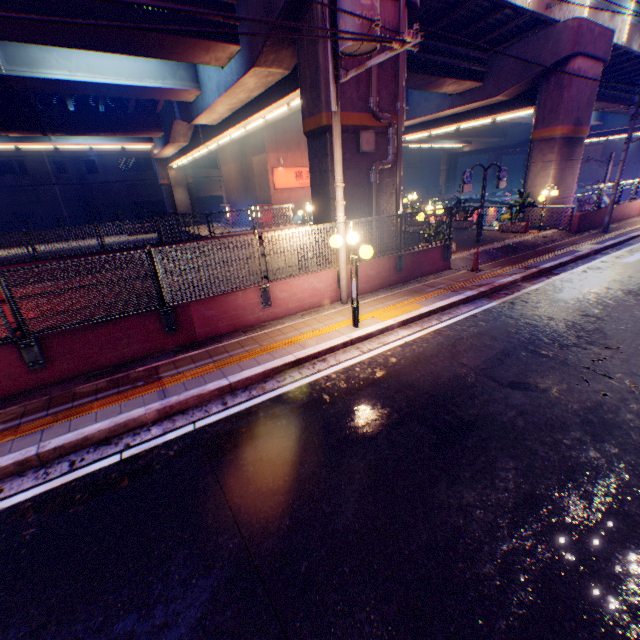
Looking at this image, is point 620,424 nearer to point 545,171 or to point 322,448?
point 322,448

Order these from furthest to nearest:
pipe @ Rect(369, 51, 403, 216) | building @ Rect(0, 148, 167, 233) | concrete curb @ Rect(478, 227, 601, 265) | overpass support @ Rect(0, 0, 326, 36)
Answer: building @ Rect(0, 148, 167, 233), concrete curb @ Rect(478, 227, 601, 265), pipe @ Rect(369, 51, 403, 216), overpass support @ Rect(0, 0, 326, 36)

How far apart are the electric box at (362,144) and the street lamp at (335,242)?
4.11m

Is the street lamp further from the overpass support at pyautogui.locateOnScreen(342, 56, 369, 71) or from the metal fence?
the overpass support at pyautogui.locateOnScreen(342, 56, 369, 71)

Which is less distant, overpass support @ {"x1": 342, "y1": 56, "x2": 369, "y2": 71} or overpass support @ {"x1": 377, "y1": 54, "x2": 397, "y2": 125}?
overpass support @ {"x1": 342, "y1": 56, "x2": 369, "y2": 71}

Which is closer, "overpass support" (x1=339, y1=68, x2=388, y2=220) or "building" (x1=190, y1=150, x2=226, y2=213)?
"overpass support" (x1=339, y1=68, x2=388, y2=220)

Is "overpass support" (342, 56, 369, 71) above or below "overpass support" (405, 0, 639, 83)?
below

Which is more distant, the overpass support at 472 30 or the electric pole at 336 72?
the overpass support at 472 30
